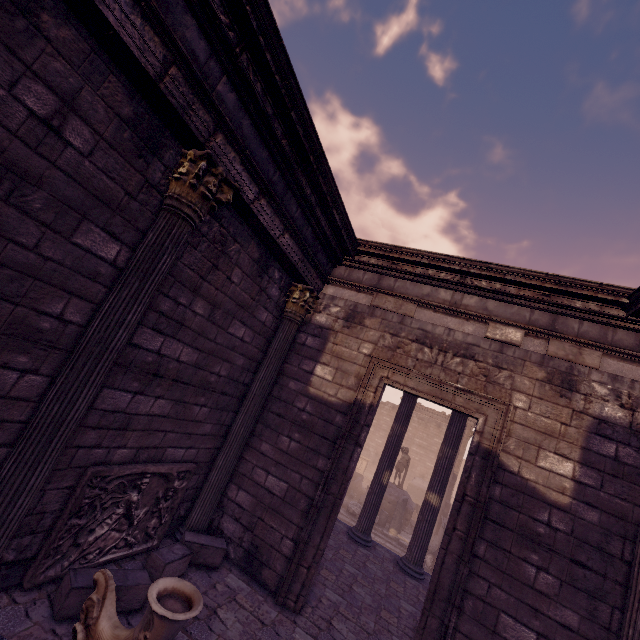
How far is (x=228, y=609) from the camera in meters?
4.3

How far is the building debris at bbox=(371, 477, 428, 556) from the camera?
14.4m

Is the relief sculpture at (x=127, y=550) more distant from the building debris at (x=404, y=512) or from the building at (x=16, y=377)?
the building debris at (x=404, y=512)

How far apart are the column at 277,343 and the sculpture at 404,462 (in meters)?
14.94

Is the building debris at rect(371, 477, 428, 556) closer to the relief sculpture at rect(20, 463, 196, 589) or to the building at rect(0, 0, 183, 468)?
the building at rect(0, 0, 183, 468)

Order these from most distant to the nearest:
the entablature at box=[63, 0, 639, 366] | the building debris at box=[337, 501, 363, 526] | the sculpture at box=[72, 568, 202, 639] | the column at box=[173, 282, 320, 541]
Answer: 1. the building debris at box=[337, 501, 363, 526]
2. the column at box=[173, 282, 320, 541]
3. the entablature at box=[63, 0, 639, 366]
4. the sculpture at box=[72, 568, 202, 639]

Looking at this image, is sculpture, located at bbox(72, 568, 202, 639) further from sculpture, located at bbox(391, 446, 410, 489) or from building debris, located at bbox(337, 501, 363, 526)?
sculpture, located at bbox(391, 446, 410, 489)

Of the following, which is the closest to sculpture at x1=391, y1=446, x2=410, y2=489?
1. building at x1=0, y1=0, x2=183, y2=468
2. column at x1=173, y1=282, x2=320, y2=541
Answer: building at x1=0, y1=0, x2=183, y2=468
